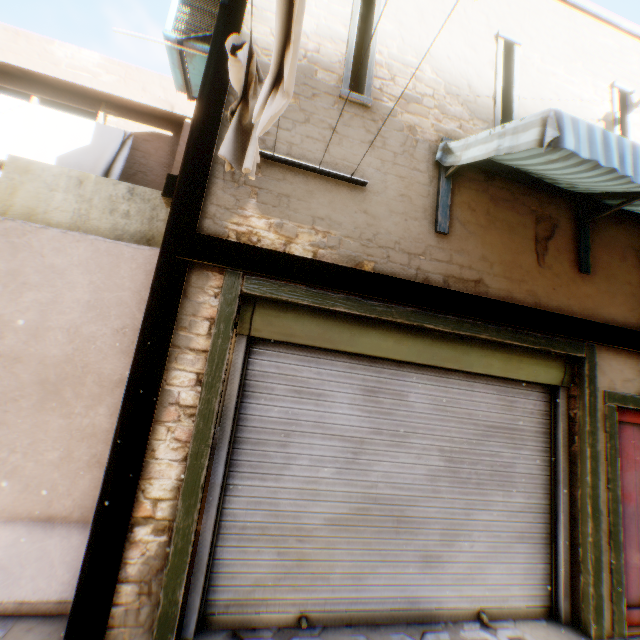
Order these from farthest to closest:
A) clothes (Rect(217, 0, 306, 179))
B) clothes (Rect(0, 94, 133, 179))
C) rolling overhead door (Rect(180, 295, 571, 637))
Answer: clothes (Rect(0, 94, 133, 179)), rolling overhead door (Rect(180, 295, 571, 637)), clothes (Rect(217, 0, 306, 179))

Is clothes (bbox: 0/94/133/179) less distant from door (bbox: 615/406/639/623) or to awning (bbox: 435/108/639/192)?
door (bbox: 615/406/639/623)

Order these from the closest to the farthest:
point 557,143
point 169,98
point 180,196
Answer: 1. point 557,143
2. point 180,196
3. point 169,98

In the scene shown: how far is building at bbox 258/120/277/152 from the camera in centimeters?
→ 323cm

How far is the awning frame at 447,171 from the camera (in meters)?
3.55

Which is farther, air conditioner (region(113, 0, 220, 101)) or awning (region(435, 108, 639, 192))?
air conditioner (region(113, 0, 220, 101))

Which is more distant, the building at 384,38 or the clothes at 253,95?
the building at 384,38

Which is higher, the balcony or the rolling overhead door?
the balcony
